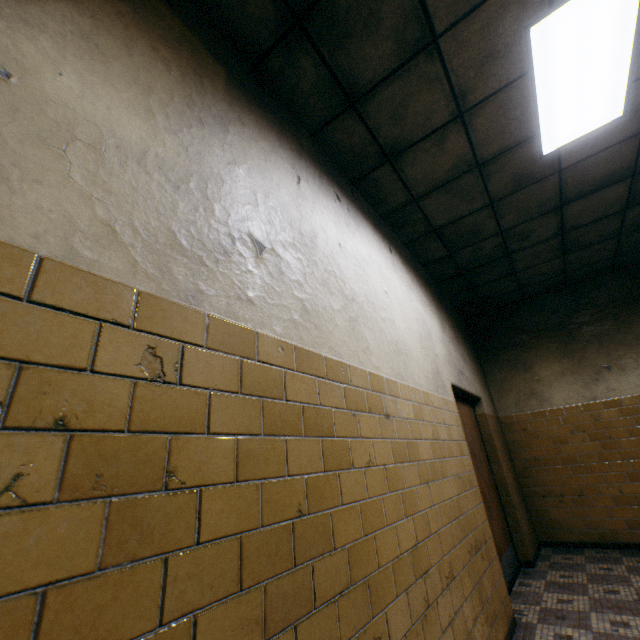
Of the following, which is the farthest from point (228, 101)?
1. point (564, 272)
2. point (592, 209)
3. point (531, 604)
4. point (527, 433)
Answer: point (527, 433)

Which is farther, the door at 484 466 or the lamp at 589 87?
the door at 484 466

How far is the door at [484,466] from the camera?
3.8m

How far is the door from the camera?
3.8m

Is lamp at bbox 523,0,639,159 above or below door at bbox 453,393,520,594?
above

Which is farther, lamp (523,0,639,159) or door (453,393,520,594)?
door (453,393,520,594)
